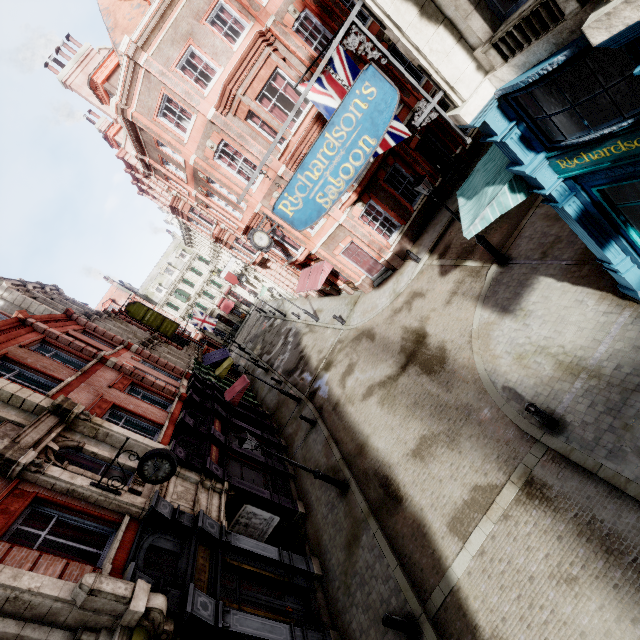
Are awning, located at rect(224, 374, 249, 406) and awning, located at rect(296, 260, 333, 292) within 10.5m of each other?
yes

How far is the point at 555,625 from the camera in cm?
581

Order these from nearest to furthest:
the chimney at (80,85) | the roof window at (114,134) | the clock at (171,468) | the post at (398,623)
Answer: the post at (398,623)
the clock at (171,468)
the chimney at (80,85)
the roof window at (114,134)

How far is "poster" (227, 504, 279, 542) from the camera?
13.0 meters

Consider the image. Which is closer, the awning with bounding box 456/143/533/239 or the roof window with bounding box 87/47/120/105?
the awning with bounding box 456/143/533/239

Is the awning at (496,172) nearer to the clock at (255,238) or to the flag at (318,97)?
the flag at (318,97)

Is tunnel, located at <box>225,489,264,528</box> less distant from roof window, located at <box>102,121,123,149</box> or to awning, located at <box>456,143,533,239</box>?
awning, located at <box>456,143,533,239</box>

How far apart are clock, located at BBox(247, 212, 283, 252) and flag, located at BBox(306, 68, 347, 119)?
8.2 meters
